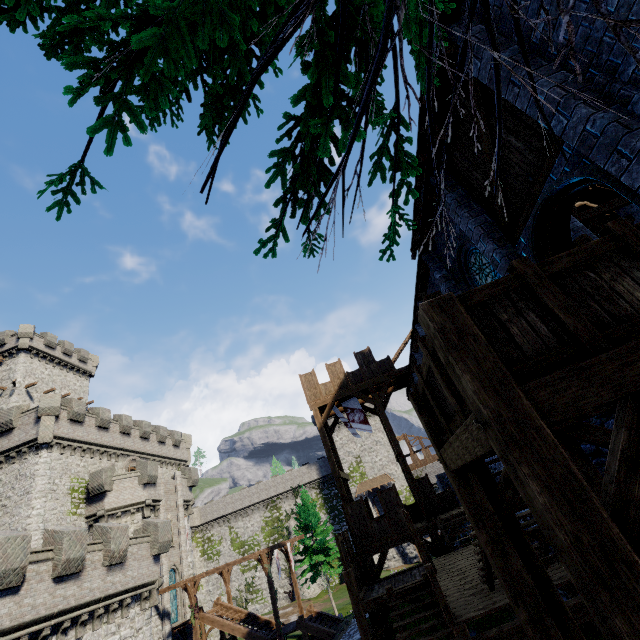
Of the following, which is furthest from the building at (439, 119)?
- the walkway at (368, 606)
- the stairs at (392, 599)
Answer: the stairs at (392, 599)

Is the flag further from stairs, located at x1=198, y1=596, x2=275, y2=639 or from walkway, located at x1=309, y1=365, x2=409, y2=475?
stairs, located at x1=198, y1=596, x2=275, y2=639

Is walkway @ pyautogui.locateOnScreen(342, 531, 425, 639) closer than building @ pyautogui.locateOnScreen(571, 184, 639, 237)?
Yes

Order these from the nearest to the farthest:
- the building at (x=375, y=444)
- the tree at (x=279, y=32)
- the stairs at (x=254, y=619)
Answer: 1. the tree at (x=279, y=32)
2. the stairs at (x=254, y=619)
3. the building at (x=375, y=444)

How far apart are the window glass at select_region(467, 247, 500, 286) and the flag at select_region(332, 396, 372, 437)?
12.6 meters

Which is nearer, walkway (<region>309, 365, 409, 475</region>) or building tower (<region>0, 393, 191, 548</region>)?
walkway (<region>309, 365, 409, 475</region>)

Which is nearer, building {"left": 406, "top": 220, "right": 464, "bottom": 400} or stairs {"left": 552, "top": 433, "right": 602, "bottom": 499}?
stairs {"left": 552, "top": 433, "right": 602, "bottom": 499}

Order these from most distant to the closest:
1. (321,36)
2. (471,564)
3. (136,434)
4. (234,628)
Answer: (136,434)
(234,628)
(471,564)
(321,36)
